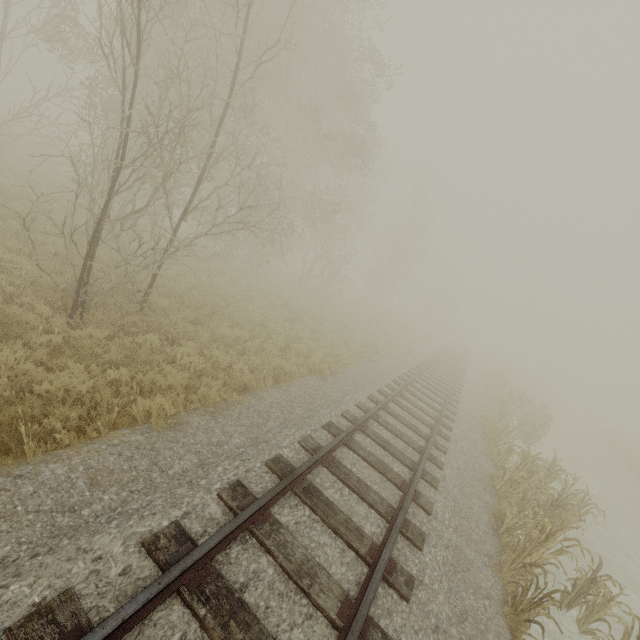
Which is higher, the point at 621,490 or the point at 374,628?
the point at 374,628
